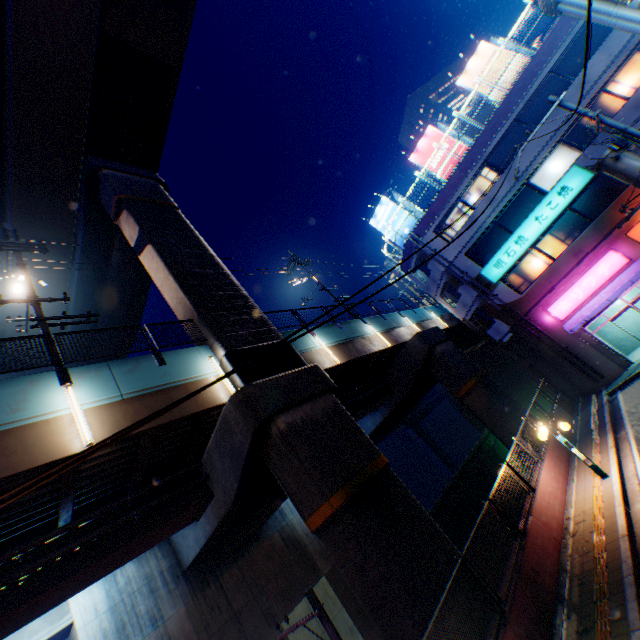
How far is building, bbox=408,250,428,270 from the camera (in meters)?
24.80

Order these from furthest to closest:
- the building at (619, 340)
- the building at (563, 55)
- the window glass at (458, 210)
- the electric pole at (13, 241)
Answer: the window glass at (458, 210) → the building at (619, 340) → the building at (563, 55) → the electric pole at (13, 241)

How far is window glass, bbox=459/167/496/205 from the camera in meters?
22.0

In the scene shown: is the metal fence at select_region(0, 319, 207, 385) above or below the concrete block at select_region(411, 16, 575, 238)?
below

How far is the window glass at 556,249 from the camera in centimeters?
1961cm

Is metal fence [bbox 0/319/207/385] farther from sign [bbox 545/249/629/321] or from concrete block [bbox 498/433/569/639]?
sign [bbox 545/249/629/321]

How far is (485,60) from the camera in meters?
22.5

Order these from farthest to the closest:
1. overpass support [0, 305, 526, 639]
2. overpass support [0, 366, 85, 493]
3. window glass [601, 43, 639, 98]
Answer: window glass [601, 43, 639, 98] → overpass support [0, 305, 526, 639] → overpass support [0, 366, 85, 493]
